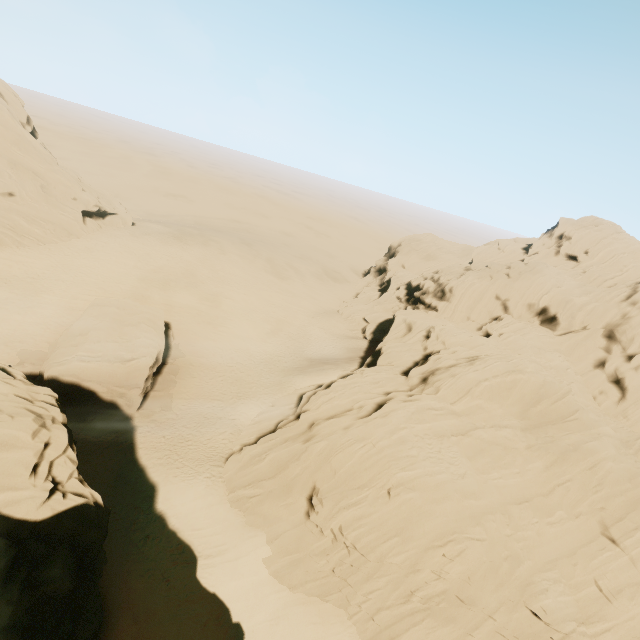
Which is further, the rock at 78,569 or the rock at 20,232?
the rock at 20,232

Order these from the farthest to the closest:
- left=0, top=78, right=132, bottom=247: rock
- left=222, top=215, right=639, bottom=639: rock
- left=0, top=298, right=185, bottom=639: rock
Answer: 1. left=0, top=78, right=132, bottom=247: rock
2. left=222, top=215, right=639, bottom=639: rock
3. left=0, top=298, right=185, bottom=639: rock

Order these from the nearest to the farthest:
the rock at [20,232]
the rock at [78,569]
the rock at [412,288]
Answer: the rock at [78,569] → the rock at [412,288] → the rock at [20,232]

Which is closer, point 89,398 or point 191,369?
point 89,398

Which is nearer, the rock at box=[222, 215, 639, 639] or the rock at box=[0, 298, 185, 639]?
the rock at box=[0, 298, 185, 639]
